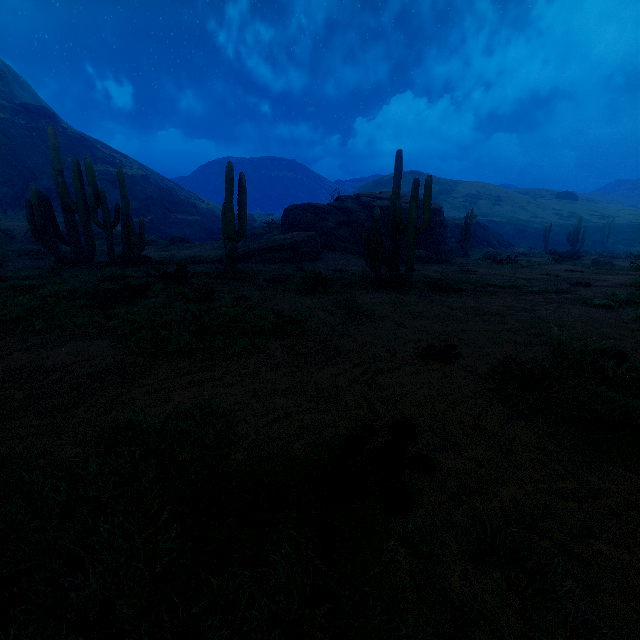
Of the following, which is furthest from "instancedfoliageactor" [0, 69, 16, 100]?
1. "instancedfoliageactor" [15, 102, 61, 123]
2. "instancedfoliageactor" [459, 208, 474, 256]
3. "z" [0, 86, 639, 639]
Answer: "instancedfoliageactor" [459, 208, 474, 256]

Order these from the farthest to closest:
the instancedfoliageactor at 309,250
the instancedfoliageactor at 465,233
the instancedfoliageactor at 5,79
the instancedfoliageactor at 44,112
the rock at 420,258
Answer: the instancedfoliageactor at 5,79 < the instancedfoliageactor at 44,112 < the instancedfoliageactor at 465,233 < the rock at 420,258 < the instancedfoliageactor at 309,250

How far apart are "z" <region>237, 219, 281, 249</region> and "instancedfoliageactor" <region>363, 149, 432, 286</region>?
15.73m

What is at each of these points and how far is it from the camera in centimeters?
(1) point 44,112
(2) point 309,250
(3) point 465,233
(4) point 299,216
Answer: (1) instancedfoliageactor, 4694cm
(2) instancedfoliageactor, 1712cm
(3) instancedfoliageactor, 2445cm
(4) rock, 2244cm

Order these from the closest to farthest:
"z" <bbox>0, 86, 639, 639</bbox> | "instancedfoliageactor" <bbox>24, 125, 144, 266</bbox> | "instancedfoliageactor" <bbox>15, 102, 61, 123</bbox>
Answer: "z" <bbox>0, 86, 639, 639</bbox>, "instancedfoliageactor" <bbox>24, 125, 144, 266</bbox>, "instancedfoliageactor" <bbox>15, 102, 61, 123</bbox>

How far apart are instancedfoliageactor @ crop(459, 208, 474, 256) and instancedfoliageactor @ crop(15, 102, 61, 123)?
60.4 meters

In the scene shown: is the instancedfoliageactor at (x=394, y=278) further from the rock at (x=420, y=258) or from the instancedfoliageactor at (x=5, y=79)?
the instancedfoliageactor at (x=5, y=79)

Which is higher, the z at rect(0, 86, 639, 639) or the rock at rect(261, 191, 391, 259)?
the rock at rect(261, 191, 391, 259)
